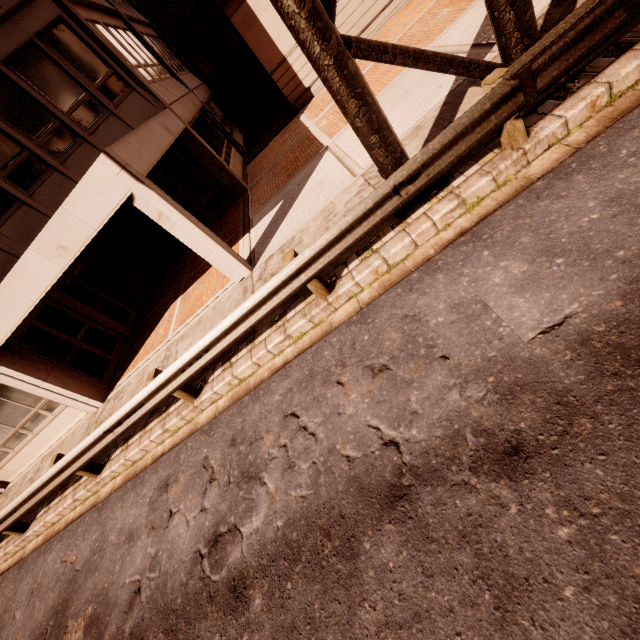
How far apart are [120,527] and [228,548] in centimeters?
331cm

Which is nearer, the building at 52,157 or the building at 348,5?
the building at 52,157

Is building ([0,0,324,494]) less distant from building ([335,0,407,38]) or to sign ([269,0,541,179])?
building ([335,0,407,38])

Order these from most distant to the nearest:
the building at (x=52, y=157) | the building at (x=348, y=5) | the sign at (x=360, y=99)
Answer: the building at (x=348, y=5)
the building at (x=52, y=157)
the sign at (x=360, y=99)

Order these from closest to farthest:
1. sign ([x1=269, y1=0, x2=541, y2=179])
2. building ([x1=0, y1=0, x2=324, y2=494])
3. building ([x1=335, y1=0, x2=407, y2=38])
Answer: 1. sign ([x1=269, y1=0, x2=541, y2=179])
2. building ([x1=0, y1=0, x2=324, y2=494])
3. building ([x1=335, y1=0, x2=407, y2=38])

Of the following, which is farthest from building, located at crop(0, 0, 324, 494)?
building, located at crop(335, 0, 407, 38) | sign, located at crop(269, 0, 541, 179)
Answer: sign, located at crop(269, 0, 541, 179)
